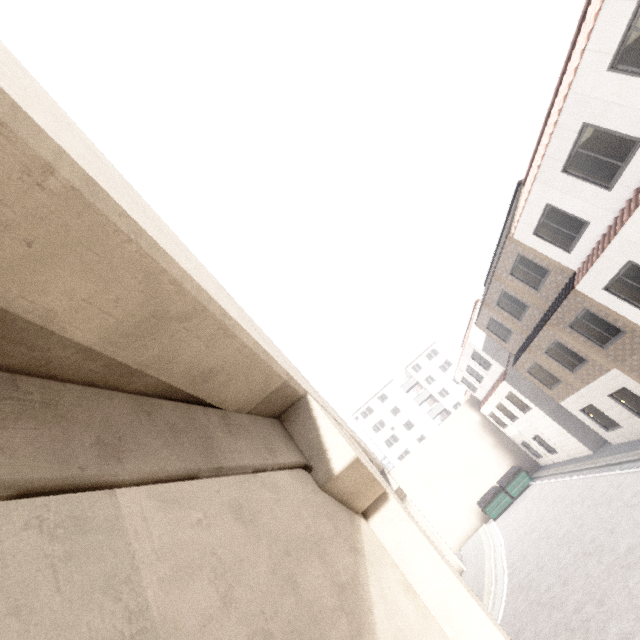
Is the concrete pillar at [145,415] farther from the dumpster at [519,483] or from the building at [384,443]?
the dumpster at [519,483]

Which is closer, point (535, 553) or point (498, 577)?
point (535, 553)

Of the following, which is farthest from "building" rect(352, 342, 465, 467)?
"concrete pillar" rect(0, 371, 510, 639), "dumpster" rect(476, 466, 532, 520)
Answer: "concrete pillar" rect(0, 371, 510, 639)

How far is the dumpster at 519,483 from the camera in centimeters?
2373cm

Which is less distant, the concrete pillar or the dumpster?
the concrete pillar

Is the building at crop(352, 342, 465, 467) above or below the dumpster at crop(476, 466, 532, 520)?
above

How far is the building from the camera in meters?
51.5 m

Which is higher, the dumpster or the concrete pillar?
the concrete pillar
